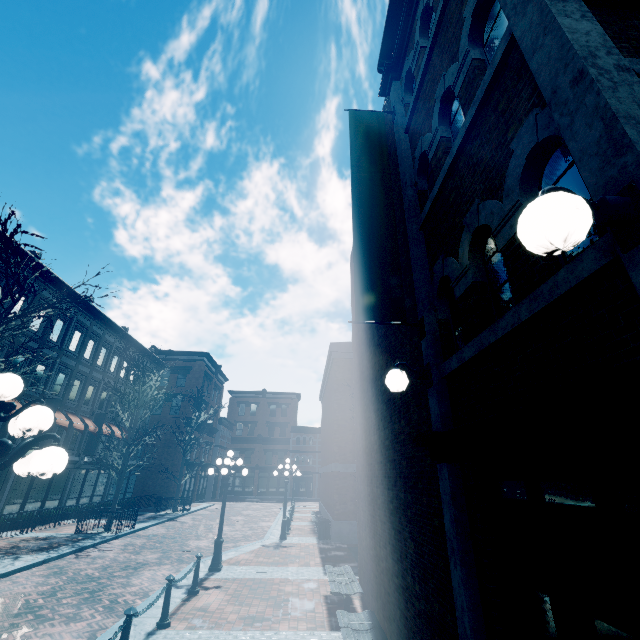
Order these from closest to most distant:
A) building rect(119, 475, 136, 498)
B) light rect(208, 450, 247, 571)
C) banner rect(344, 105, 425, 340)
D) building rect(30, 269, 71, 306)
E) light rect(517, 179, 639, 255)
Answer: light rect(517, 179, 639, 255)
banner rect(344, 105, 425, 340)
light rect(208, 450, 247, 571)
building rect(30, 269, 71, 306)
building rect(119, 475, 136, 498)

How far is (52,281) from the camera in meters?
19.3 m

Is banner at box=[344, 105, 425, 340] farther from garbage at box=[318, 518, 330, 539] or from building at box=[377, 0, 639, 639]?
garbage at box=[318, 518, 330, 539]

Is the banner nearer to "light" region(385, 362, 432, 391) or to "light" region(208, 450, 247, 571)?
"light" region(385, 362, 432, 391)

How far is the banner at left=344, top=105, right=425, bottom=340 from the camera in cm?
482

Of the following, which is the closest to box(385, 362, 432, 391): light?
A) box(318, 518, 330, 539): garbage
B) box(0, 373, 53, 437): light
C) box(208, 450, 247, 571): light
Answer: box(0, 373, 53, 437): light

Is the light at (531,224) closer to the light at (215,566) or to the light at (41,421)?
the light at (41,421)

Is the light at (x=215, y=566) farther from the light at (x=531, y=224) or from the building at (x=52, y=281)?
the light at (x=531, y=224)
